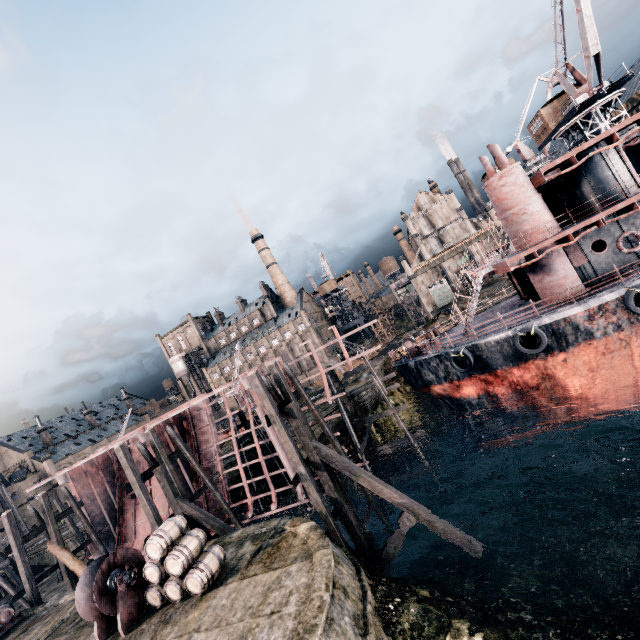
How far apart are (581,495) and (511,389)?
6.3 meters

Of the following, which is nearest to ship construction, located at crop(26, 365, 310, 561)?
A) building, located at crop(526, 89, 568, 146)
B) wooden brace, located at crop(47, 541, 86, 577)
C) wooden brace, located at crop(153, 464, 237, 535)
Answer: wooden brace, located at crop(153, 464, 237, 535)

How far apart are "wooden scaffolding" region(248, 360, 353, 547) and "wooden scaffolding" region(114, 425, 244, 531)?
8.30m

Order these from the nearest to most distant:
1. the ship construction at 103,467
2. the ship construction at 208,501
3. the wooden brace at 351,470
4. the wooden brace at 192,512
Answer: the wooden brace at 351,470
the wooden brace at 192,512
the ship construction at 103,467
the ship construction at 208,501

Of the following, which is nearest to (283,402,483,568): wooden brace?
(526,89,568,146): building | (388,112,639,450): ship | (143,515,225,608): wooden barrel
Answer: (143,515,225,608): wooden barrel

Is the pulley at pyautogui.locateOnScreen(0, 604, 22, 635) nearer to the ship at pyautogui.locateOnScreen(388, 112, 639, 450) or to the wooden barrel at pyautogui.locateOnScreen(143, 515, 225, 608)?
the wooden barrel at pyautogui.locateOnScreen(143, 515, 225, 608)

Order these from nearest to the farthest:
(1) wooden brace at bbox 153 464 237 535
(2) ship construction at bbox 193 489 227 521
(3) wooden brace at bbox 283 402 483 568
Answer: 1. (3) wooden brace at bbox 283 402 483 568
2. (1) wooden brace at bbox 153 464 237 535
3. (2) ship construction at bbox 193 489 227 521

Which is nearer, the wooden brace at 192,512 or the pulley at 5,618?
the wooden brace at 192,512
